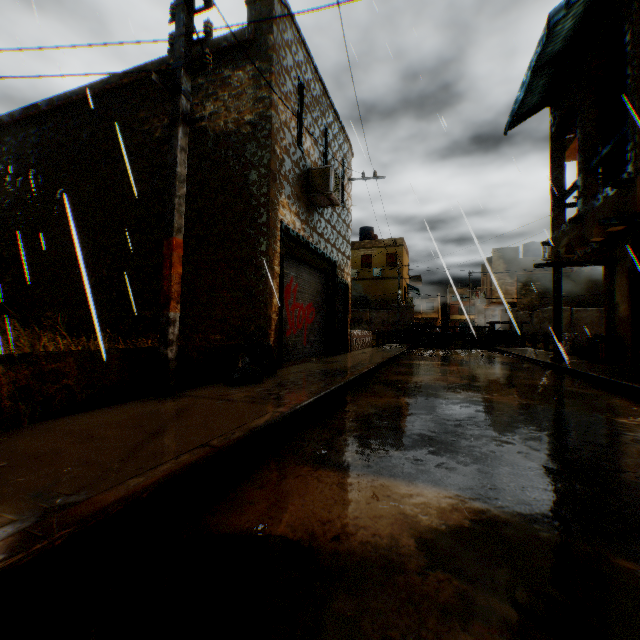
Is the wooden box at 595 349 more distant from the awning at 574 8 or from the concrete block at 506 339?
the concrete block at 506 339

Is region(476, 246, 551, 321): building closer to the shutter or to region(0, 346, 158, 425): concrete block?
region(0, 346, 158, 425): concrete block

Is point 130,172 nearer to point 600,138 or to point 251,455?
point 251,455

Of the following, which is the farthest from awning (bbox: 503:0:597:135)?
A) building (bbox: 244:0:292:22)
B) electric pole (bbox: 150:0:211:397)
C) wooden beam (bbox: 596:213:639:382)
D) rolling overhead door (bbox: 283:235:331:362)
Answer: electric pole (bbox: 150:0:211:397)

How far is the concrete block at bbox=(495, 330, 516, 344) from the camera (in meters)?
20.28

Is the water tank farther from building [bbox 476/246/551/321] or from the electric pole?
the electric pole

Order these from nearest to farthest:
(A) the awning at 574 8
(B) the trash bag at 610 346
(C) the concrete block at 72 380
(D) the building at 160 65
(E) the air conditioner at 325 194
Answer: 1. (C) the concrete block at 72 380
2. (A) the awning at 574 8
3. (D) the building at 160 65
4. (E) the air conditioner at 325 194
5. (B) the trash bag at 610 346

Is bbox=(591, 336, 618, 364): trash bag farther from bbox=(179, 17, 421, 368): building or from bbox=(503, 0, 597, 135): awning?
bbox=(503, 0, 597, 135): awning
